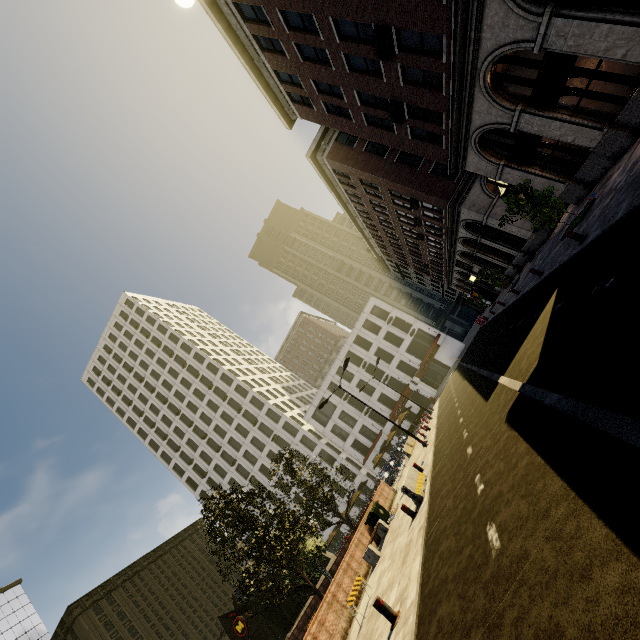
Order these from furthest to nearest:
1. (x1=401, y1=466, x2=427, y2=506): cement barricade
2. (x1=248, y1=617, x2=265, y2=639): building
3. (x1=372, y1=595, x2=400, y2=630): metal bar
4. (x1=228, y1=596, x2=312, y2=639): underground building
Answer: (x1=248, y1=617, x2=265, y2=639): building, (x1=228, y1=596, x2=312, y2=639): underground building, (x1=401, y1=466, x2=427, y2=506): cement barricade, (x1=372, y1=595, x2=400, y2=630): metal bar

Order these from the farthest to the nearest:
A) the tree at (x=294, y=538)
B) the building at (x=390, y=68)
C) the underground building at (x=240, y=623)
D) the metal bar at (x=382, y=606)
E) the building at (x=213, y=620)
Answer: the building at (x=213, y=620) → the underground building at (x=240, y=623) → the tree at (x=294, y=538) → the building at (x=390, y=68) → the metal bar at (x=382, y=606)

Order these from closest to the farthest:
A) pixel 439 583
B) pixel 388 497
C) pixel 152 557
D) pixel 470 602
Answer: pixel 470 602 < pixel 439 583 < pixel 388 497 < pixel 152 557

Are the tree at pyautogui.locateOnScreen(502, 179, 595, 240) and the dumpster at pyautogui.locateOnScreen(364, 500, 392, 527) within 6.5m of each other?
no

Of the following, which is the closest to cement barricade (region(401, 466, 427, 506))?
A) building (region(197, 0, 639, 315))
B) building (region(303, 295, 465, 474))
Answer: building (region(197, 0, 639, 315))

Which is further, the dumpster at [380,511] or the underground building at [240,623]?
the underground building at [240,623]

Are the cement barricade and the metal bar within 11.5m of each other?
yes

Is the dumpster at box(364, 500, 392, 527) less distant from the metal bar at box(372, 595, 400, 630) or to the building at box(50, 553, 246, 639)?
the metal bar at box(372, 595, 400, 630)
